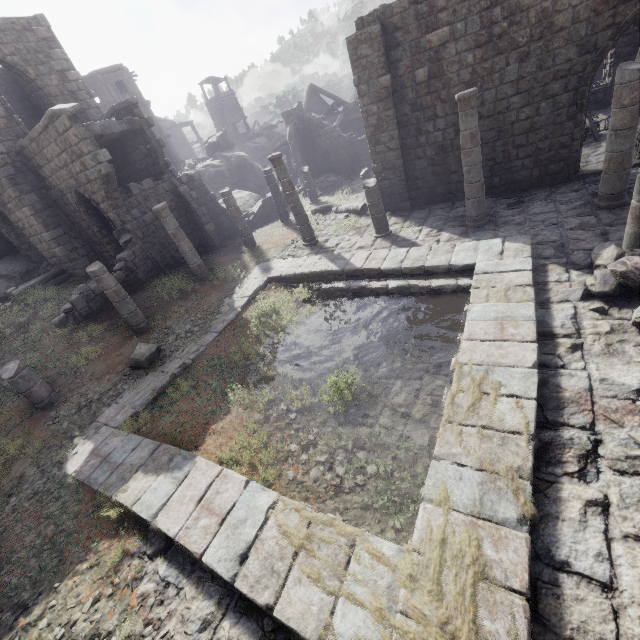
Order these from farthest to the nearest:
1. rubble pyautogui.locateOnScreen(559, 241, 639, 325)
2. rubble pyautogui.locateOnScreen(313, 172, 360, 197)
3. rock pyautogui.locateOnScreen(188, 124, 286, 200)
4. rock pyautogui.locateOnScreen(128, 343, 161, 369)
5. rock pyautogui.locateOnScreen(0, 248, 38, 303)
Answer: rock pyautogui.locateOnScreen(188, 124, 286, 200) < rubble pyautogui.locateOnScreen(313, 172, 360, 197) < rock pyautogui.locateOnScreen(0, 248, 38, 303) < rock pyautogui.locateOnScreen(128, 343, 161, 369) < rubble pyautogui.locateOnScreen(559, 241, 639, 325)

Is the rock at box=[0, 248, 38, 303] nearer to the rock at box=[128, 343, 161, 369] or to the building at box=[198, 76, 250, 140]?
the building at box=[198, 76, 250, 140]

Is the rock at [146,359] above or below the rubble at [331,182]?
above

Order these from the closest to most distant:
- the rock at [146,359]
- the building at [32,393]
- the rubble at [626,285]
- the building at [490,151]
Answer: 1. the building at [490,151]
2. the rubble at [626,285]
3. the building at [32,393]
4. the rock at [146,359]

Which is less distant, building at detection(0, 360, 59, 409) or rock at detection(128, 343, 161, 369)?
building at detection(0, 360, 59, 409)

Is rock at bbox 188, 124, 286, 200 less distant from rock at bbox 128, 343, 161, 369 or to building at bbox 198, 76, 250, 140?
building at bbox 198, 76, 250, 140

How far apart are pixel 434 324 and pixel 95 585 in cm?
820

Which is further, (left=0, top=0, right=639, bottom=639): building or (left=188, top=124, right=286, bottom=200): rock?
(left=188, top=124, right=286, bottom=200): rock
